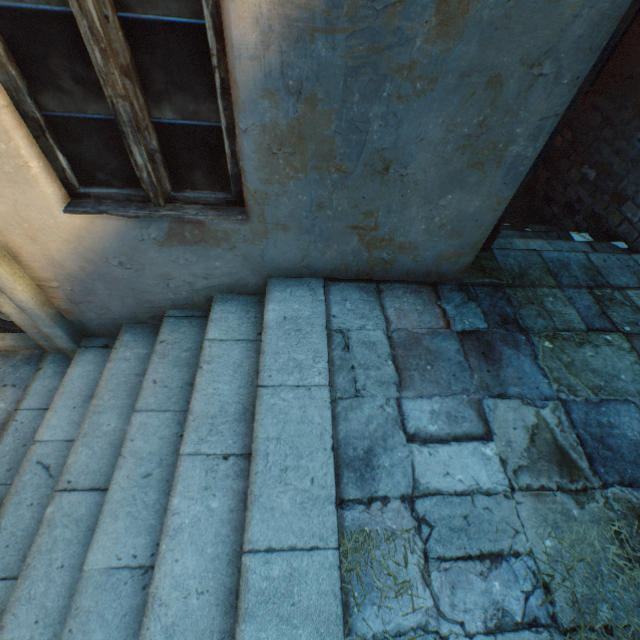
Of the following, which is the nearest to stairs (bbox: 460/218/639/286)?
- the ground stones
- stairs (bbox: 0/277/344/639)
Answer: stairs (bbox: 0/277/344/639)

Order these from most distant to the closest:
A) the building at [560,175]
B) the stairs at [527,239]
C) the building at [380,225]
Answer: the building at [560,175]
the stairs at [527,239]
the building at [380,225]

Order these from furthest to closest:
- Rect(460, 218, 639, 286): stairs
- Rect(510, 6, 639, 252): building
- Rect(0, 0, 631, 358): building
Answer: Rect(510, 6, 639, 252): building, Rect(460, 218, 639, 286): stairs, Rect(0, 0, 631, 358): building

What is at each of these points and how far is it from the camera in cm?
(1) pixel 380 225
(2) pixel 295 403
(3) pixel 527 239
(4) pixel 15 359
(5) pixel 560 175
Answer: (1) building, 193
(2) stairs, 171
(3) stairs, 306
(4) ground stones, 283
(5) building, 391

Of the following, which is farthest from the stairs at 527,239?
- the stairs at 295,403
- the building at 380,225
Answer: the stairs at 295,403

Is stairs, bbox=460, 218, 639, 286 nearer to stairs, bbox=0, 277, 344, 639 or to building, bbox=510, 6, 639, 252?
building, bbox=510, 6, 639, 252

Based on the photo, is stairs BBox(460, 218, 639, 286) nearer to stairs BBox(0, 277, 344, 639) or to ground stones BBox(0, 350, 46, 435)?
stairs BBox(0, 277, 344, 639)
